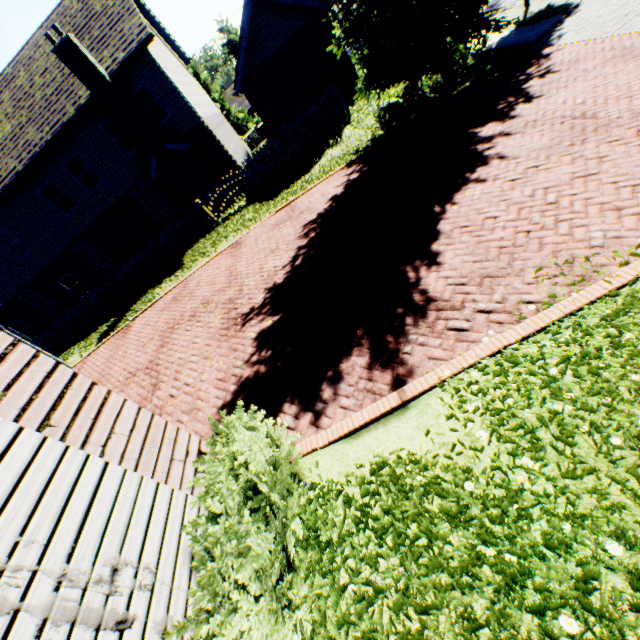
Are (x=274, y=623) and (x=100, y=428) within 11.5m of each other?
yes

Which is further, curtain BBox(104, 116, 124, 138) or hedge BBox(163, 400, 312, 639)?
curtain BBox(104, 116, 124, 138)

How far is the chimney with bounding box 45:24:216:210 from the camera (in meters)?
13.55

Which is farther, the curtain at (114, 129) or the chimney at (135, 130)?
the curtain at (114, 129)

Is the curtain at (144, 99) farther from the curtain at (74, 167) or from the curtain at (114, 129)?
the curtain at (74, 167)

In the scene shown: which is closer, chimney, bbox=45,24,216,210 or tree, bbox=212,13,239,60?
chimney, bbox=45,24,216,210

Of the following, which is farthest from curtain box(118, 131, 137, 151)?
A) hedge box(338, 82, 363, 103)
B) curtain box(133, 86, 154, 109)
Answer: hedge box(338, 82, 363, 103)

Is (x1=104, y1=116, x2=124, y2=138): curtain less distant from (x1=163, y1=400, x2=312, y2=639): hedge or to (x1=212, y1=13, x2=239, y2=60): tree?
(x1=212, y1=13, x2=239, y2=60): tree
